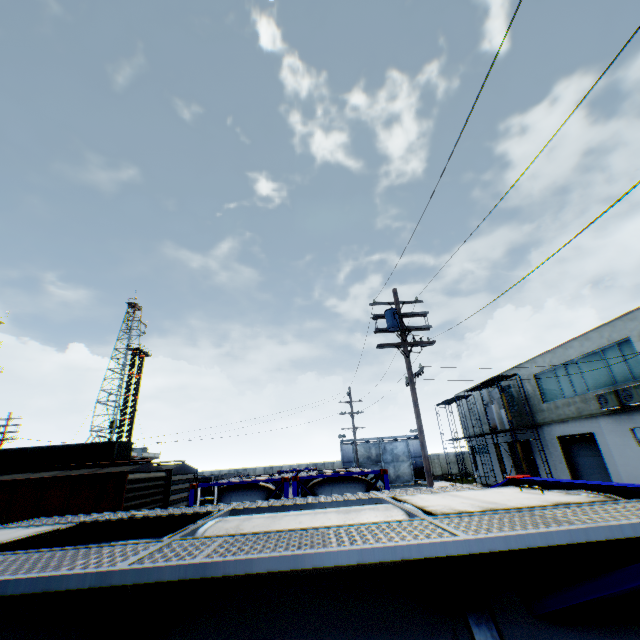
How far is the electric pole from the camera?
11.3 meters

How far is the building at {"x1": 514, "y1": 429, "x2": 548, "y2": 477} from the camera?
26.2 meters

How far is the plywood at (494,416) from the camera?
26.4 meters

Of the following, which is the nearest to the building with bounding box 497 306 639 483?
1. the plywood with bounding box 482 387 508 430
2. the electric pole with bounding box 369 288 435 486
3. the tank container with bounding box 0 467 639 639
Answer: the plywood with bounding box 482 387 508 430

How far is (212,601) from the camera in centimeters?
165cm

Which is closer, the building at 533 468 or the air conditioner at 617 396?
the air conditioner at 617 396

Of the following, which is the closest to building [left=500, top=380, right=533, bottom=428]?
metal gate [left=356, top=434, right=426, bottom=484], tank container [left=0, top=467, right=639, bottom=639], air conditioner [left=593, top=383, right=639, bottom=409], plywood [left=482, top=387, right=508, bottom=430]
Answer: air conditioner [left=593, top=383, right=639, bottom=409]

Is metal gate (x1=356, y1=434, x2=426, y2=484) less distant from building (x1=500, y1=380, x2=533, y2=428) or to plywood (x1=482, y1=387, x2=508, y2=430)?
building (x1=500, y1=380, x2=533, y2=428)
